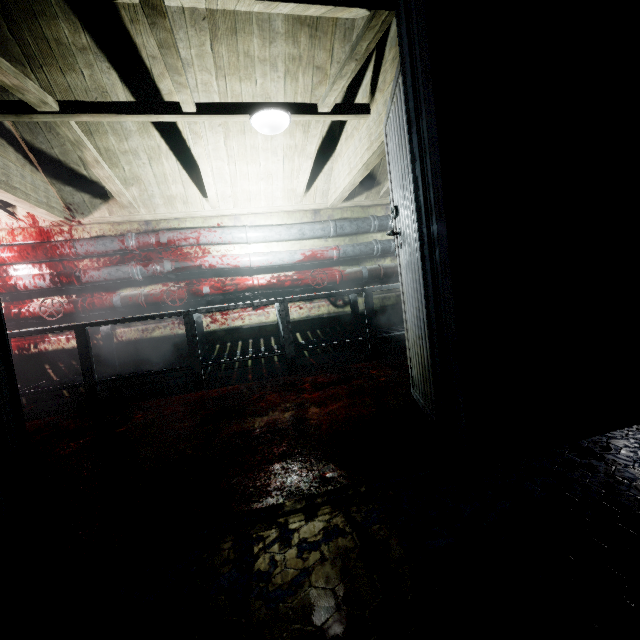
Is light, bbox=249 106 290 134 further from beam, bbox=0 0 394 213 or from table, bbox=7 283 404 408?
table, bbox=7 283 404 408

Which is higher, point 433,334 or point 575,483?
point 433,334

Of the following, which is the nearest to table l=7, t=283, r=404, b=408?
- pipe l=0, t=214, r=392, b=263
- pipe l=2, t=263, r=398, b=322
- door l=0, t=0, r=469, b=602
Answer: pipe l=2, t=263, r=398, b=322

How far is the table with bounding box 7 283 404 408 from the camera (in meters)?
3.14

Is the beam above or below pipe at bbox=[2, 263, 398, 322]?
above

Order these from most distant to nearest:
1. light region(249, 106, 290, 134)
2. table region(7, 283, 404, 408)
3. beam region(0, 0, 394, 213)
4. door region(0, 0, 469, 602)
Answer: table region(7, 283, 404, 408) → light region(249, 106, 290, 134) → beam region(0, 0, 394, 213) → door region(0, 0, 469, 602)

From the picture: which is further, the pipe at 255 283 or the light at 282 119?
the pipe at 255 283

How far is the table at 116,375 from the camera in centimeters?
314cm
